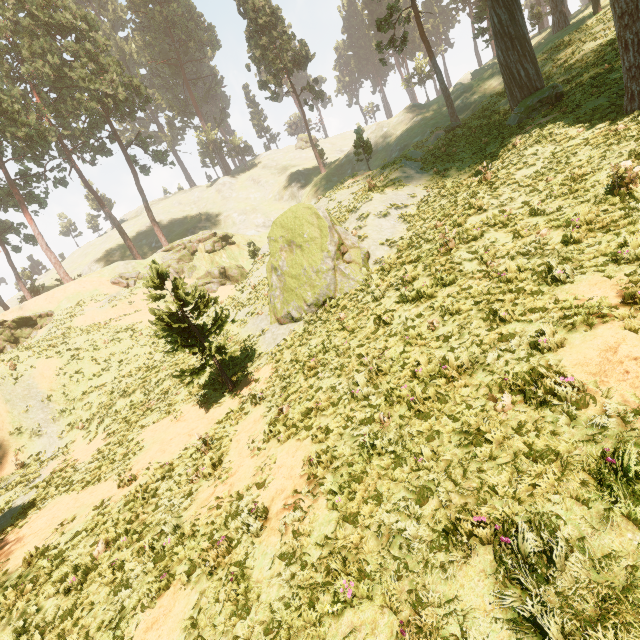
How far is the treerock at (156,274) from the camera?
12.3m

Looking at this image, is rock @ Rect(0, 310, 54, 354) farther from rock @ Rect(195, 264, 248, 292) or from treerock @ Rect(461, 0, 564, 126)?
rock @ Rect(195, 264, 248, 292)

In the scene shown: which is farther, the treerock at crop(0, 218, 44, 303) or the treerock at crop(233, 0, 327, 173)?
the treerock at crop(233, 0, 327, 173)

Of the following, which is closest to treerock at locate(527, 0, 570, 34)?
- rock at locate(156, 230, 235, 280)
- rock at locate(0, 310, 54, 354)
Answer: rock at locate(0, 310, 54, 354)

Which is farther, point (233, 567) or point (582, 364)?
point (233, 567)

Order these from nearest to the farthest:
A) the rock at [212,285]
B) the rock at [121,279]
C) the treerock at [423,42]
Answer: the treerock at [423,42], the rock at [212,285], the rock at [121,279]

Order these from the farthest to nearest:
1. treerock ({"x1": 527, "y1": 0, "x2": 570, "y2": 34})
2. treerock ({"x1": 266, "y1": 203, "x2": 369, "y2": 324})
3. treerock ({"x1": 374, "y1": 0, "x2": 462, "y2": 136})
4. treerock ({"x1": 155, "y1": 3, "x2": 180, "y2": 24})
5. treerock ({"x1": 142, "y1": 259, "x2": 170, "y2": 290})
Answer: treerock ({"x1": 155, "y1": 3, "x2": 180, "y2": 24}), treerock ({"x1": 527, "y1": 0, "x2": 570, "y2": 34}), treerock ({"x1": 374, "y1": 0, "x2": 462, "y2": 136}), treerock ({"x1": 266, "y1": 203, "x2": 369, "y2": 324}), treerock ({"x1": 142, "y1": 259, "x2": 170, "y2": 290})
